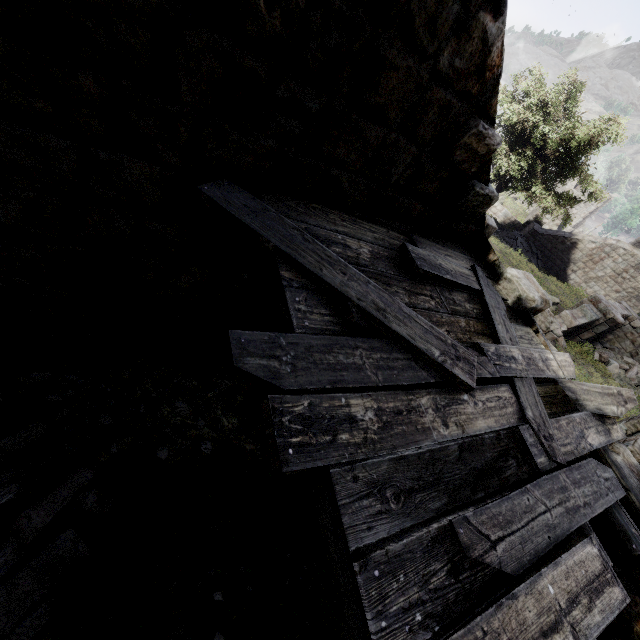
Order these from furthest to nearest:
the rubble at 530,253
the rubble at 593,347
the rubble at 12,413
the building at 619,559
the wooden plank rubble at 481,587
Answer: the rubble at 530,253 < the rubble at 593,347 < the building at 619,559 < the rubble at 12,413 < the wooden plank rubble at 481,587

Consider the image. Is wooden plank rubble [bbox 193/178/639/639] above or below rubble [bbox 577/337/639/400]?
above

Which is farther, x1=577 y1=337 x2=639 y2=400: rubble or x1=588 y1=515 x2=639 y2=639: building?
x1=577 y1=337 x2=639 y2=400: rubble

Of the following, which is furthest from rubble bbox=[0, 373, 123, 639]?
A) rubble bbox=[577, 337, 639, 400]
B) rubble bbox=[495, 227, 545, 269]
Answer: rubble bbox=[495, 227, 545, 269]

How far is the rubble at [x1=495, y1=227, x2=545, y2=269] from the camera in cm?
2612

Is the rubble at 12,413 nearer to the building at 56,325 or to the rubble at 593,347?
the building at 56,325

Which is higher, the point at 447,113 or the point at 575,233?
the point at 447,113

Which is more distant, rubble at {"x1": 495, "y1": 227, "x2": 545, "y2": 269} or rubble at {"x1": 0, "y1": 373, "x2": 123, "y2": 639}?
rubble at {"x1": 495, "y1": 227, "x2": 545, "y2": 269}
